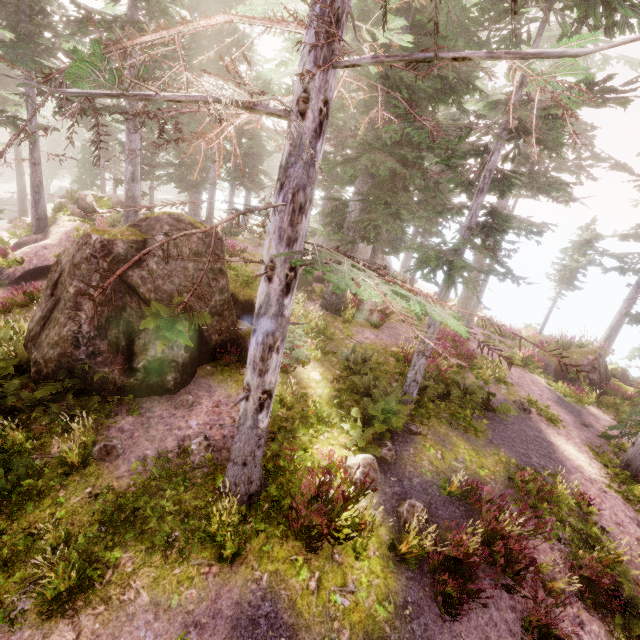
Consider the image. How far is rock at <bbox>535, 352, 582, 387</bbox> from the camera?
17.8m

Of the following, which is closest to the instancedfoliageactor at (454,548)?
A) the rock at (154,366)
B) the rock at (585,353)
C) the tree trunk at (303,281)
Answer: the rock at (154,366)

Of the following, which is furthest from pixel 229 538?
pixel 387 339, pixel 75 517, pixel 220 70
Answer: pixel 220 70

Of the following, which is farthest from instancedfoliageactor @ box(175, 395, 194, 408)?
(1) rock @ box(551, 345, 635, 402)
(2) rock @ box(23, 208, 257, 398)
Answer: (1) rock @ box(551, 345, 635, 402)

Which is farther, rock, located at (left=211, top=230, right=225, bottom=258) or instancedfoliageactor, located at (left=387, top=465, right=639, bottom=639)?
rock, located at (left=211, top=230, right=225, bottom=258)

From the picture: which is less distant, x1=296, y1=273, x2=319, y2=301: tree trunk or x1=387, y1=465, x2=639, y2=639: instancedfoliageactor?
x1=387, y1=465, x2=639, y2=639: instancedfoliageactor

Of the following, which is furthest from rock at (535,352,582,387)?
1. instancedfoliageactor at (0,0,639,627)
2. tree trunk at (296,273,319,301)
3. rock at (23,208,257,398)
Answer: rock at (23,208,257,398)

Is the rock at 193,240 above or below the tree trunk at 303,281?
above
